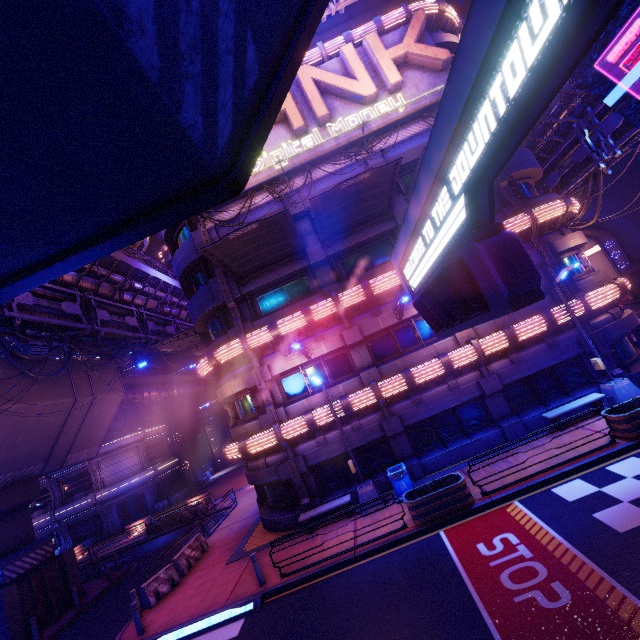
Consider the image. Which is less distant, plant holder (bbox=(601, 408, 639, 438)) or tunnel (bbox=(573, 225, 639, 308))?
plant holder (bbox=(601, 408, 639, 438))

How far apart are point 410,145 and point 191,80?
18.7m

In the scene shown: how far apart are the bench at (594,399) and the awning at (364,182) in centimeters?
1148cm

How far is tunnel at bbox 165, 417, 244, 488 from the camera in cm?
4159

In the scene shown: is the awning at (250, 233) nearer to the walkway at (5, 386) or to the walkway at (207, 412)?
the walkway at (5, 386)

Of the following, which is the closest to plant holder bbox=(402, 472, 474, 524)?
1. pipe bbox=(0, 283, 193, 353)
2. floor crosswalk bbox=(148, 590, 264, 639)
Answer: floor crosswalk bbox=(148, 590, 264, 639)

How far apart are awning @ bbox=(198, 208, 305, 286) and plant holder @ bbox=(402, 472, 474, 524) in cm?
1150

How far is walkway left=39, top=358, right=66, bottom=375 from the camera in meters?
18.9
